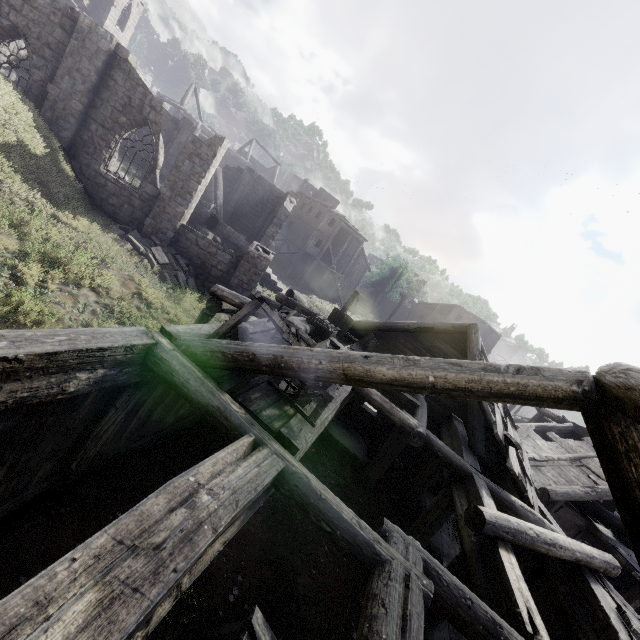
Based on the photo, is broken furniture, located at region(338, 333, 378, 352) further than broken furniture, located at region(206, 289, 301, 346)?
Yes

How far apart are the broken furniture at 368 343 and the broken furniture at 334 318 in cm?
13

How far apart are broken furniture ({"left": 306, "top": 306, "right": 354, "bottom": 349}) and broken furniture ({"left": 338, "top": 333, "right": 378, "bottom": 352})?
0.1 meters

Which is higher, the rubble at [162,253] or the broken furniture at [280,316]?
the broken furniture at [280,316]

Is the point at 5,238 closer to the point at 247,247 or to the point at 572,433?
the point at 247,247

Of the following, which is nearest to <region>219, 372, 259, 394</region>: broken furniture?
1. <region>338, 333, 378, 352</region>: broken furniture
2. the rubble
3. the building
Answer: the building

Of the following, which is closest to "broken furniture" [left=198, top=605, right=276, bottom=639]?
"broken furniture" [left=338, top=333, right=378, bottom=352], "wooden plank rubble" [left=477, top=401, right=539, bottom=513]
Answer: "wooden plank rubble" [left=477, top=401, right=539, bottom=513]

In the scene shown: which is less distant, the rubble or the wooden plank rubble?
the wooden plank rubble
